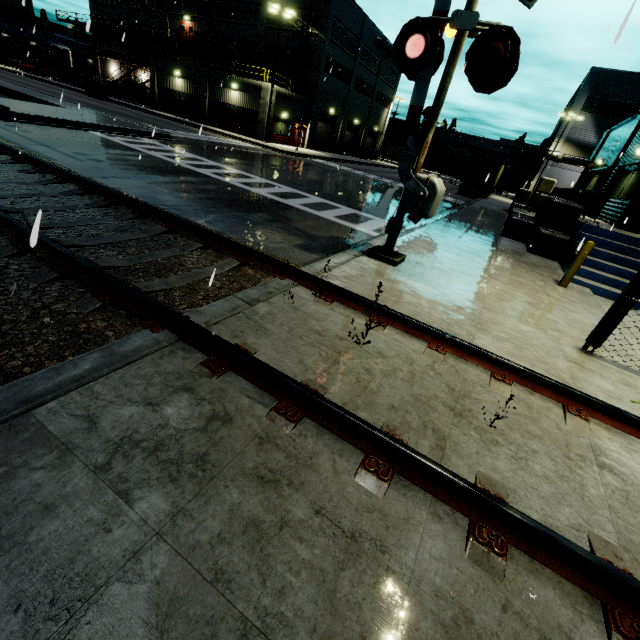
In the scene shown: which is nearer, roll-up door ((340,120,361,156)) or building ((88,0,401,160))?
building ((88,0,401,160))

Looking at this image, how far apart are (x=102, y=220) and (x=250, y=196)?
5.7m

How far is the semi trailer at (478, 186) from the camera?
31.83m

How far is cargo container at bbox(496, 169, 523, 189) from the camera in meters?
45.6 m

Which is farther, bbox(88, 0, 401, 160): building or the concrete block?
bbox(88, 0, 401, 160): building

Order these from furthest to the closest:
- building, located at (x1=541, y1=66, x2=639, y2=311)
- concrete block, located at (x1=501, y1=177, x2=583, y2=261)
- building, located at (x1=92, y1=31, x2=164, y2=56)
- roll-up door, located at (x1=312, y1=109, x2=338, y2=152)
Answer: building, located at (x1=92, y1=31, x2=164, y2=56), roll-up door, located at (x1=312, y1=109, x2=338, y2=152), concrete block, located at (x1=501, y1=177, x2=583, y2=261), building, located at (x1=541, y1=66, x2=639, y2=311)

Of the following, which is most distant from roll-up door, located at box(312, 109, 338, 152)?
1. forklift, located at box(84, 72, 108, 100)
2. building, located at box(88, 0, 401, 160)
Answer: forklift, located at box(84, 72, 108, 100)

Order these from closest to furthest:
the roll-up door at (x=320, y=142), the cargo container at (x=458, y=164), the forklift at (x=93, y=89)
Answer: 1. the forklift at (x=93, y=89)
2. the roll-up door at (x=320, y=142)
3. the cargo container at (x=458, y=164)
